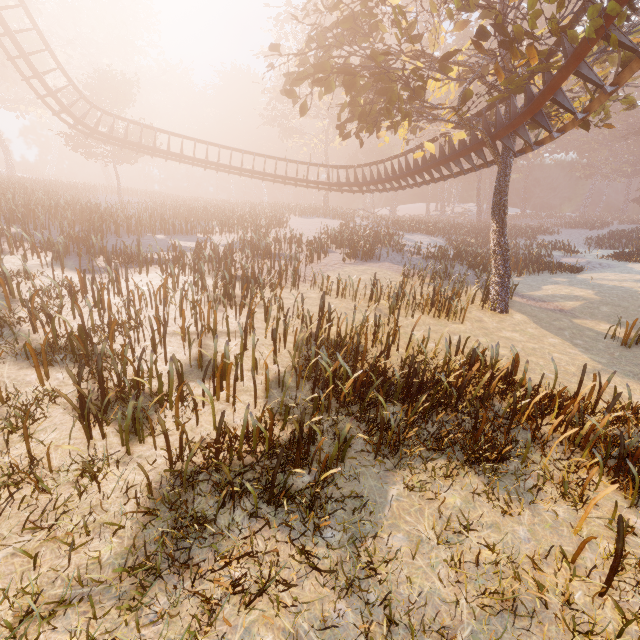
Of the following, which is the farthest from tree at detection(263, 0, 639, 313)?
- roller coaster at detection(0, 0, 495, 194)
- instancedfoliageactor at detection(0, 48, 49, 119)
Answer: instancedfoliageactor at detection(0, 48, 49, 119)

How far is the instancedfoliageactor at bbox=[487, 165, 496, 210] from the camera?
58.53m

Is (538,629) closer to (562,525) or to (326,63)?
(562,525)

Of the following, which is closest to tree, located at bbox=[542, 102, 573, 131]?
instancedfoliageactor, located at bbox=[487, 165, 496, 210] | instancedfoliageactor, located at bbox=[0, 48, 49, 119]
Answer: instancedfoliageactor, located at bbox=[487, 165, 496, 210]

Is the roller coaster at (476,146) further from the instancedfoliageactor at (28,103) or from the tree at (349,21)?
the instancedfoliageactor at (28,103)

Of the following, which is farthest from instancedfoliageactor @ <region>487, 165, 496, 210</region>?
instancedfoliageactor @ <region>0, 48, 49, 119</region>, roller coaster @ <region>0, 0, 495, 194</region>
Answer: instancedfoliageactor @ <region>0, 48, 49, 119</region>

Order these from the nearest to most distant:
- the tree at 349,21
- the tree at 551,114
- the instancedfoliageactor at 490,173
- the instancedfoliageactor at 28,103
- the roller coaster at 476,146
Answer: the tree at 349,21, the tree at 551,114, the roller coaster at 476,146, the instancedfoliageactor at 28,103, the instancedfoliageactor at 490,173
